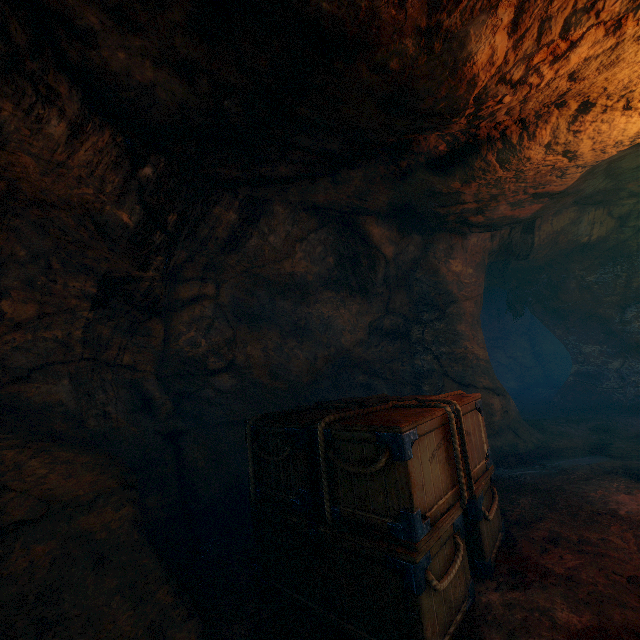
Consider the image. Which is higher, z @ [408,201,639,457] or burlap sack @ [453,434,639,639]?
z @ [408,201,639,457]

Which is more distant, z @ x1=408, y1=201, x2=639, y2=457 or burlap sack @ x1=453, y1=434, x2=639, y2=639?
z @ x1=408, y1=201, x2=639, y2=457

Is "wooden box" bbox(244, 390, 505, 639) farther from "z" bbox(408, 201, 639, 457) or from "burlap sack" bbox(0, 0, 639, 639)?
"z" bbox(408, 201, 639, 457)

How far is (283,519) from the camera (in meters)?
3.28

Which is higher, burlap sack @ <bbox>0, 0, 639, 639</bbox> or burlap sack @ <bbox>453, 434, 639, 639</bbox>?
burlap sack @ <bbox>0, 0, 639, 639</bbox>

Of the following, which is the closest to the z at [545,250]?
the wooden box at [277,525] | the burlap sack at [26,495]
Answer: the burlap sack at [26,495]
